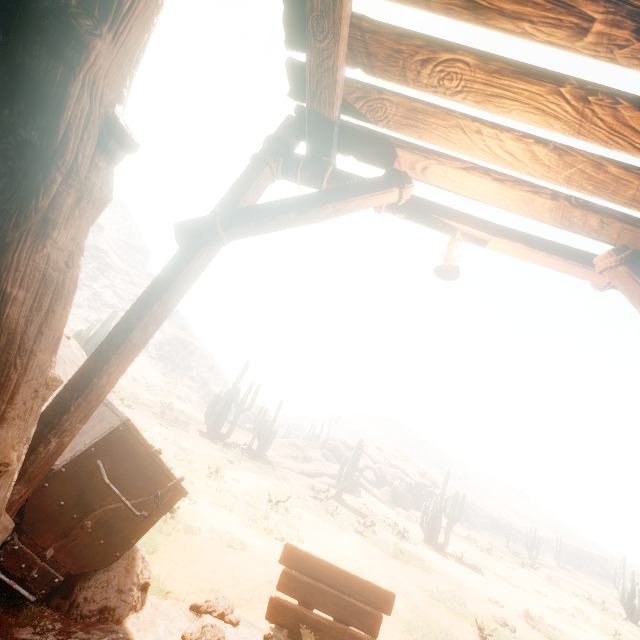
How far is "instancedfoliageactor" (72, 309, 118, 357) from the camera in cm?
1617

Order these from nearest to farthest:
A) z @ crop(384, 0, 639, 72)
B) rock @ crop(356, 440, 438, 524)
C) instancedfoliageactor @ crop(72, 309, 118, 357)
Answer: z @ crop(384, 0, 639, 72), instancedfoliageactor @ crop(72, 309, 118, 357), rock @ crop(356, 440, 438, 524)

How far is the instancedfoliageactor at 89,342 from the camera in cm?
1617

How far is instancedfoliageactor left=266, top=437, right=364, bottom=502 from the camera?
17.5m

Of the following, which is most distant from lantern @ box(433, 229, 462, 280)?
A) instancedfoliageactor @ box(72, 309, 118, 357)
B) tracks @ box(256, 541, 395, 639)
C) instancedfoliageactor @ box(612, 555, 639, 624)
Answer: instancedfoliageactor @ box(612, 555, 639, 624)

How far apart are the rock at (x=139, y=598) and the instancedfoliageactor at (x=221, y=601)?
0.3m

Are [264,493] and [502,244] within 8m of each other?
no

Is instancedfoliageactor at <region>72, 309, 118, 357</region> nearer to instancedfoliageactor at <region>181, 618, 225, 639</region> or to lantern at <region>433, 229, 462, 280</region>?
instancedfoliageactor at <region>181, 618, 225, 639</region>
